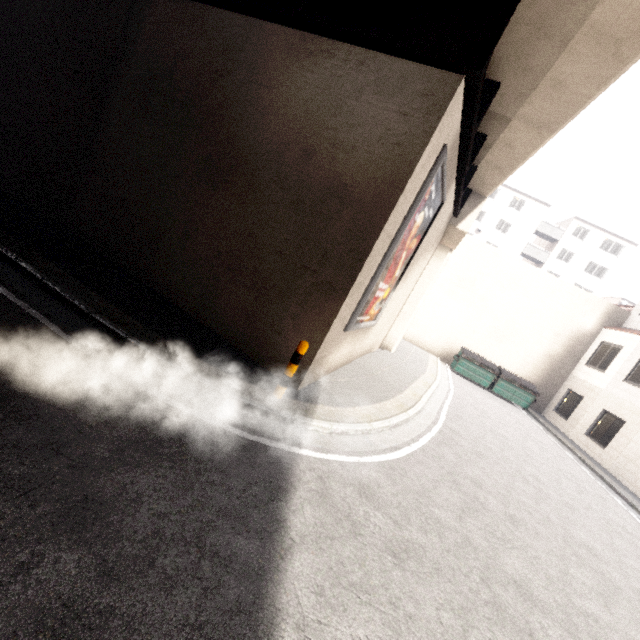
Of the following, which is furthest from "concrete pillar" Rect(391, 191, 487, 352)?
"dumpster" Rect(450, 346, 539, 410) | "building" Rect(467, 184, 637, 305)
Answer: "building" Rect(467, 184, 637, 305)

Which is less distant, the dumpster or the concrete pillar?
the concrete pillar

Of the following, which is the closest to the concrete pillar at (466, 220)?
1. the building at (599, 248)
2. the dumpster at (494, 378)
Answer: the dumpster at (494, 378)

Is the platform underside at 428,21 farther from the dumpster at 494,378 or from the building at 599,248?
the dumpster at 494,378

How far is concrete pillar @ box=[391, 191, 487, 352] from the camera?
11.9m

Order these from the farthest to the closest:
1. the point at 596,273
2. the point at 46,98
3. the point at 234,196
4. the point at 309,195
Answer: the point at 596,273
the point at 46,98
the point at 234,196
the point at 309,195

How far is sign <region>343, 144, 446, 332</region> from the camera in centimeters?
620cm

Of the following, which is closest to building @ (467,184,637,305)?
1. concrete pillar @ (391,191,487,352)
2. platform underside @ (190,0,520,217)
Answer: concrete pillar @ (391,191,487,352)
